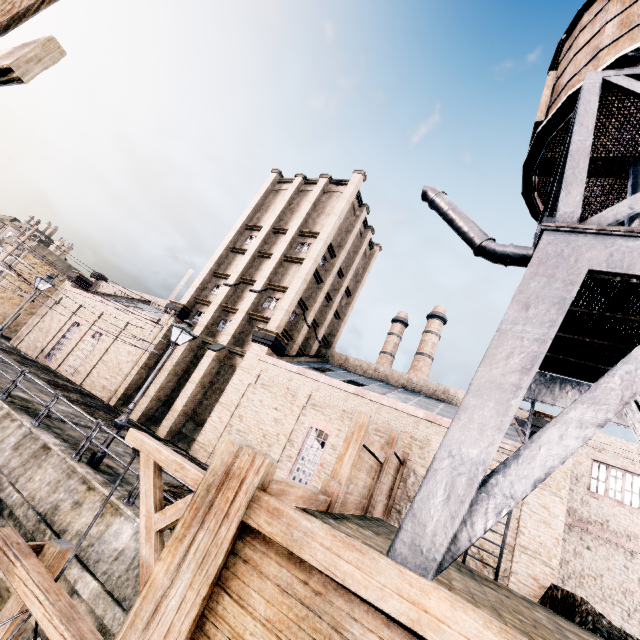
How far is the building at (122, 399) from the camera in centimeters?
2662cm

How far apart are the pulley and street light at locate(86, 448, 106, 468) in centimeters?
630cm

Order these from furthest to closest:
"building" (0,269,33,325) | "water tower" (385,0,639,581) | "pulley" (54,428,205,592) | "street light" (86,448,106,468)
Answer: "building" (0,269,33,325) < "street light" (86,448,106,468) < "pulley" (54,428,205,592) < "water tower" (385,0,639,581)

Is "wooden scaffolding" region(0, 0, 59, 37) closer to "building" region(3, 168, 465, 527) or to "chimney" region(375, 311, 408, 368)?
"building" region(3, 168, 465, 527)

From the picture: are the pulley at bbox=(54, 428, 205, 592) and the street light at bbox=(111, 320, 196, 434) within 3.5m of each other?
no

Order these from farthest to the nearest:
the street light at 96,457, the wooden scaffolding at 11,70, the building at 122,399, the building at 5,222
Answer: the building at 5,222, the building at 122,399, the street light at 96,457, the wooden scaffolding at 11,70

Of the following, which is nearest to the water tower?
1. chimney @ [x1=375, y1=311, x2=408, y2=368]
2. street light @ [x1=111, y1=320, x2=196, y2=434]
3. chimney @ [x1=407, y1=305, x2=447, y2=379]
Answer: street light @ [x1=111, y1=320, x2=196, y2=434]

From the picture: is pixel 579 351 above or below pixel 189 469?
above
